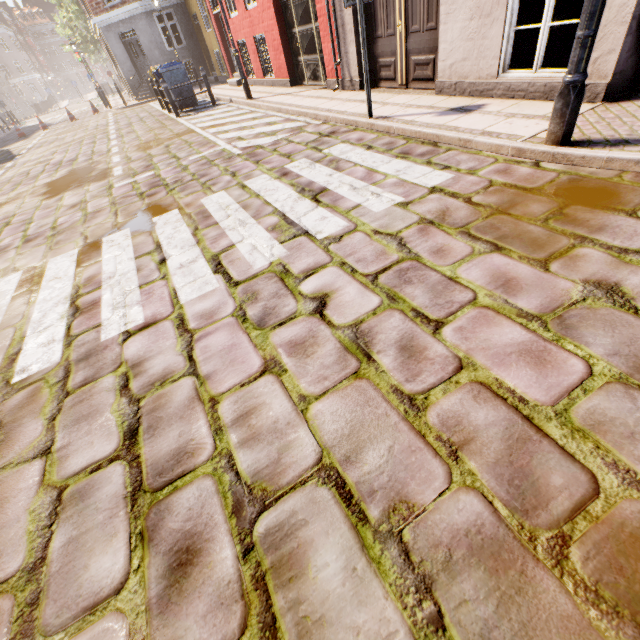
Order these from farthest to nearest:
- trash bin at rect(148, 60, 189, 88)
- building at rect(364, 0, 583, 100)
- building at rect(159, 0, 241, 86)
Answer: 1. building at rect(159, 0, 241, 86)
2. trash bin at rect(148, 60, 189, 88)
3. building at rect(364, 0, 583, 100)

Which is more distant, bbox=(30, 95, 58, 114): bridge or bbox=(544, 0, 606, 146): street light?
bbox=(30, 95, 58, 114): bridge

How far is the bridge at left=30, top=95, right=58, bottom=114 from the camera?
37.12m

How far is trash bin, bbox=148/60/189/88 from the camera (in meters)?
11.09

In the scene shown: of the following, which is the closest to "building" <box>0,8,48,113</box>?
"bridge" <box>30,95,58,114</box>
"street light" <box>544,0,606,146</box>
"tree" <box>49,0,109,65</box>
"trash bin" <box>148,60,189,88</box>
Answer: "tree" <box>49,0,109,65</box>

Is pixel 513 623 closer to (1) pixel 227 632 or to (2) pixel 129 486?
(1) pixel 227 632

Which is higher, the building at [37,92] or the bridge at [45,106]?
the building at [37,92]

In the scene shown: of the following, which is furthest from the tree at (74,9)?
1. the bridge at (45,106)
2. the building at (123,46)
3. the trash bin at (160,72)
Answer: the trash bin at (160,72)
